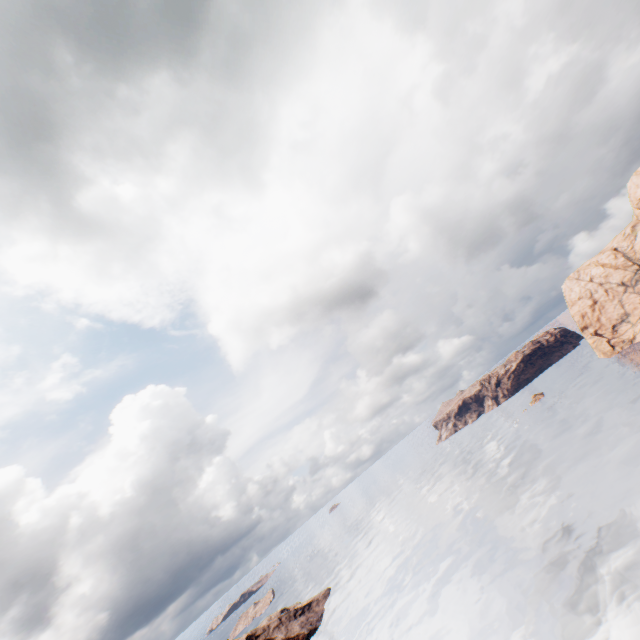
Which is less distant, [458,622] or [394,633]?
[458,622]
